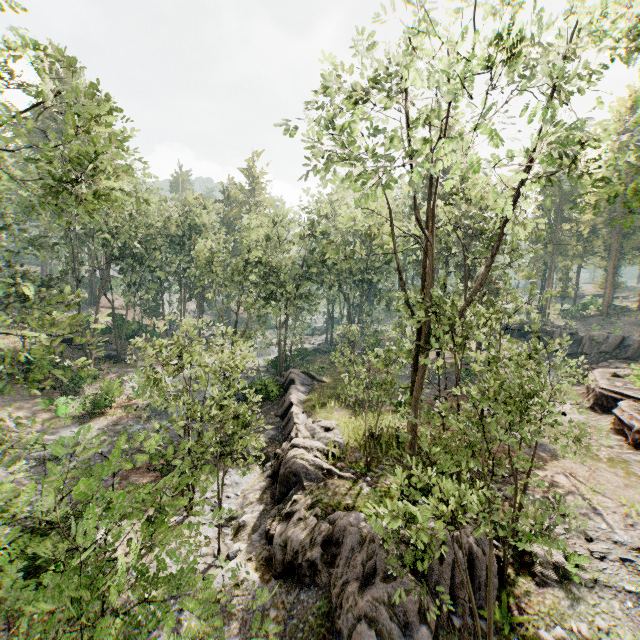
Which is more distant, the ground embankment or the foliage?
the ground embankment

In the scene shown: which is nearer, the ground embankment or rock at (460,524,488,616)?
rock at (460,524,488,616)

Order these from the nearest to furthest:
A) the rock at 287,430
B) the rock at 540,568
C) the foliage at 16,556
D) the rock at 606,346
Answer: the foliage at 16,556 < the rock at 287,430 < the rock at 540,568 < the rock at 606,346

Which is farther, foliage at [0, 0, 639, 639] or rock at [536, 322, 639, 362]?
rock at [536, 322, 639, 362]

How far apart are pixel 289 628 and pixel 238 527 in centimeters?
563cm

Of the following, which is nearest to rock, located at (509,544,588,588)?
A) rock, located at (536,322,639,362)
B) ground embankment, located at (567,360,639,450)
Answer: ground embankment, located at (567,360,639,450)

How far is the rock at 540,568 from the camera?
10.0 meters

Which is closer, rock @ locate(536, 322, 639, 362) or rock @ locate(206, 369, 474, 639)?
rock @ locate(206, 369, 474, 639)
